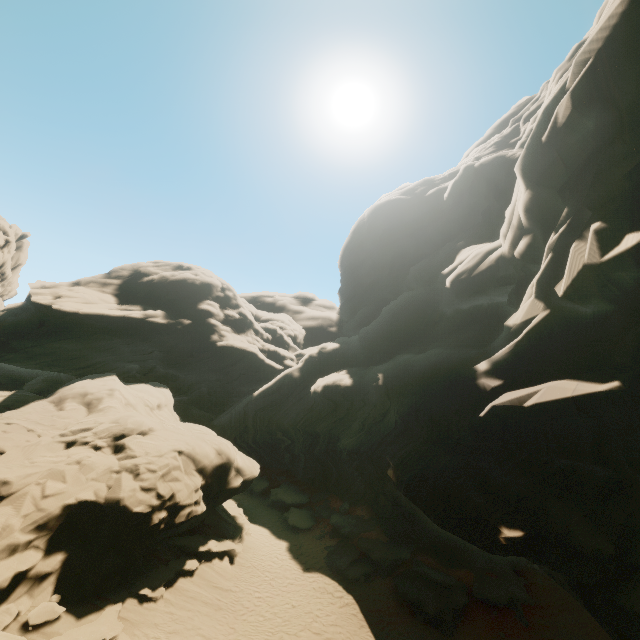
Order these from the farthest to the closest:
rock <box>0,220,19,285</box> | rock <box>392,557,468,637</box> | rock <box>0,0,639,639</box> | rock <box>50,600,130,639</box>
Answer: rock <box>0,220,19,285</box> → rock <box>392,557,468,637</box> → rock <box>0,0,639,639</box> → rock <box>50,600,130,639</box>

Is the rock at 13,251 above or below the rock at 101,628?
above

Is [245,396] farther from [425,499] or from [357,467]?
[425,499]

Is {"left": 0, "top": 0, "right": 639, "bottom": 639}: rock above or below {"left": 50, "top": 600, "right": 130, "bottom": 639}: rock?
above

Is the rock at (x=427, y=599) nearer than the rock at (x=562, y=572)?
No

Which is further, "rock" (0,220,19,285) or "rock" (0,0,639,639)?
"rock" (0,220,19,285)
